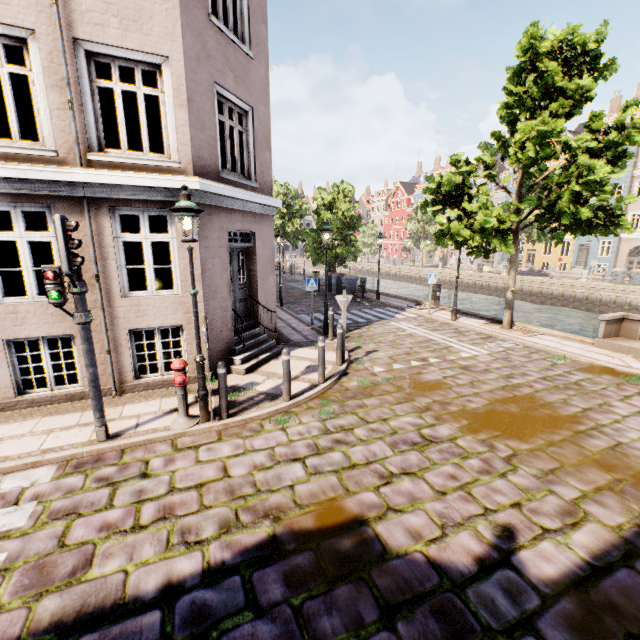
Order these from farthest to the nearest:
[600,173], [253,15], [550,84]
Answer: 1. [550,84]
2. [600,173]
3. [253,15]

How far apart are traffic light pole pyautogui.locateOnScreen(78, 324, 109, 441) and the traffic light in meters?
0.4 m

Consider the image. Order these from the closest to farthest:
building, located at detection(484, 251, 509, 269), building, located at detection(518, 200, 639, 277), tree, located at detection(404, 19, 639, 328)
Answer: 1. tree, located at detection(404, 19, 639, 328)
2. building, located at detection(518, 200, 639, 277)
3. building, located at detection(484, 251, 509, 269)

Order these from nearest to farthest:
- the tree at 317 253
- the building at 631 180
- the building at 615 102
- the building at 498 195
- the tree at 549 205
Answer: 1. the tree at 549 205
2. the tree at 317 253
3. the building at 631 180
4. the building at 615 102
5. the building at 498 195

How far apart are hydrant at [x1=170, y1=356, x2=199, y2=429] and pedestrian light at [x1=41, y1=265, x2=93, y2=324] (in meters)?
1.31

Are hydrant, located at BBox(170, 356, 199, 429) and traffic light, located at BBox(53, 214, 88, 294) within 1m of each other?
no

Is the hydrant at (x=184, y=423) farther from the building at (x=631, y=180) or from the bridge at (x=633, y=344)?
the building at (x=631, y=180)

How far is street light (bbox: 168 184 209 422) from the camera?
4.9m
